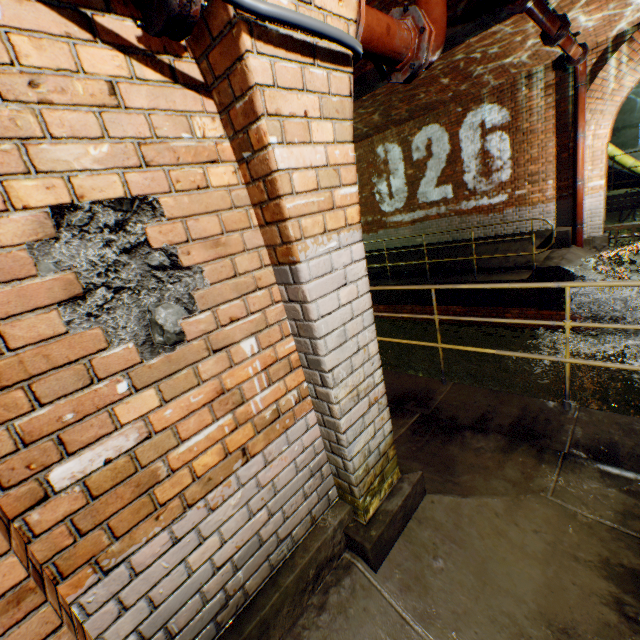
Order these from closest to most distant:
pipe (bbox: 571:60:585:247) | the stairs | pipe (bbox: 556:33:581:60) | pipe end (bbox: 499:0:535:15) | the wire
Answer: the wire
pipe end (bbox: 499:0:535:15)
pipe (bbox: 556:33:581:60)
pipe (bbox: 571:60:585:247)
the stairs

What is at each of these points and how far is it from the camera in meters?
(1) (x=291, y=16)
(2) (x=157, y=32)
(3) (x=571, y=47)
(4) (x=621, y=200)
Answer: (1) wire, 1.1 m
(2) pipe end, 1.1 m
(3) pipe, 5.8 m
(4) stairs, 10.8 m

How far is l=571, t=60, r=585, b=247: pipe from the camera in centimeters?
692cm

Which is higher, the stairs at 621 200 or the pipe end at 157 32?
the pipe end at 157 32

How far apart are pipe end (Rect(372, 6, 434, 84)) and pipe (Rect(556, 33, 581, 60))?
5.1m

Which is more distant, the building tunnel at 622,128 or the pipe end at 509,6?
the building tunnel at 622,128

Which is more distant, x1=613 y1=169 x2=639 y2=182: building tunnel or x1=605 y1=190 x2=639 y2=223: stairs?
x1=613 y1=169 x2=639 y2=182: building tunnel

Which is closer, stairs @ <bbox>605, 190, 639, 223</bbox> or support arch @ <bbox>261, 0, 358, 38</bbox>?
support arch @ <bbox>261, 0, 358, 38</bbox>
